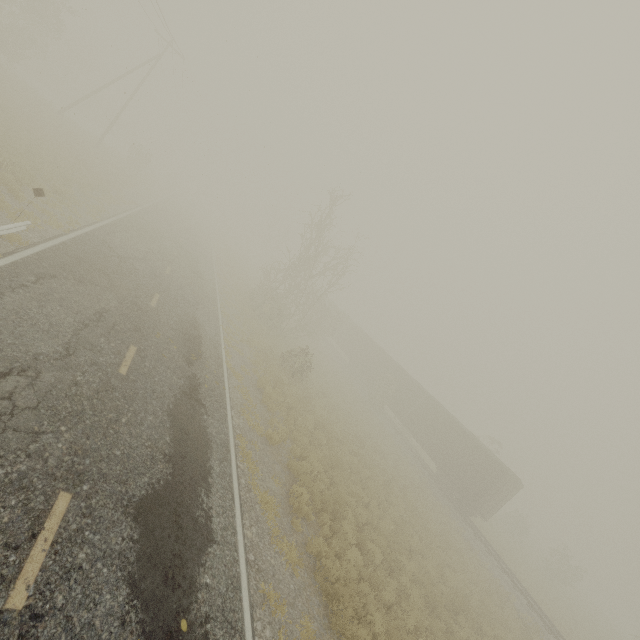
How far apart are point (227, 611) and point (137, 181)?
40.6m

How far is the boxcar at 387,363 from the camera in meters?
23.2

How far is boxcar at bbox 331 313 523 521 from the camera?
23.2m
